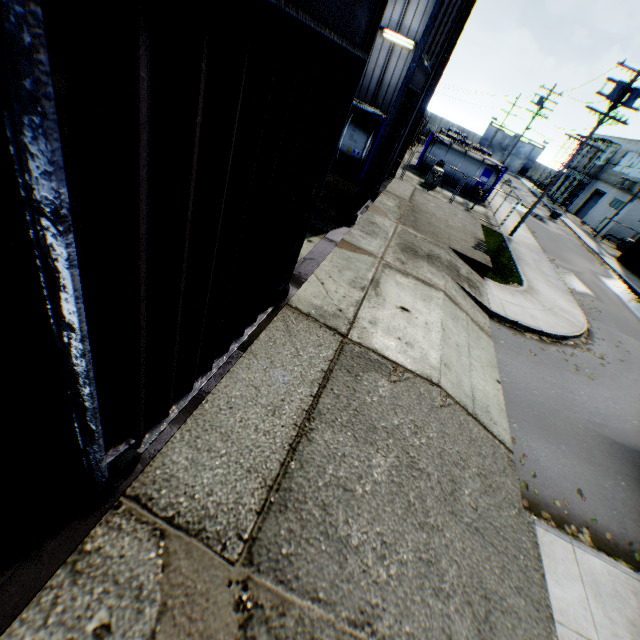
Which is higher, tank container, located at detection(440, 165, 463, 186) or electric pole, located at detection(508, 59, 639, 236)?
electric pole, located at detection(508, 59, 639, 236)

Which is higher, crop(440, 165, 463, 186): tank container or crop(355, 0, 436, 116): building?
crop(355, 0, 436, 116): building

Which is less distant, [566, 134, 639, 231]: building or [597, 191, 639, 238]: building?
[597, 191, 639, 238]: building

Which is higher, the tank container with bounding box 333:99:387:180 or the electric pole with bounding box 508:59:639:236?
the electric pole with bounding box 508:59:639:236

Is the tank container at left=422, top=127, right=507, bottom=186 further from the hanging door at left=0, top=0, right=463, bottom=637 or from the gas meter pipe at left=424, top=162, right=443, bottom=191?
the hanging door at left=0, top=0, right=463, bottom=637

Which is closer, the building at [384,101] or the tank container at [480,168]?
the building at [384,101]

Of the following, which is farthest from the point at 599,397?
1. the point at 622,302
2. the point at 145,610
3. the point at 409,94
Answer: the point at 622,302

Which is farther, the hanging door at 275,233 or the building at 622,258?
the building at 622,258
